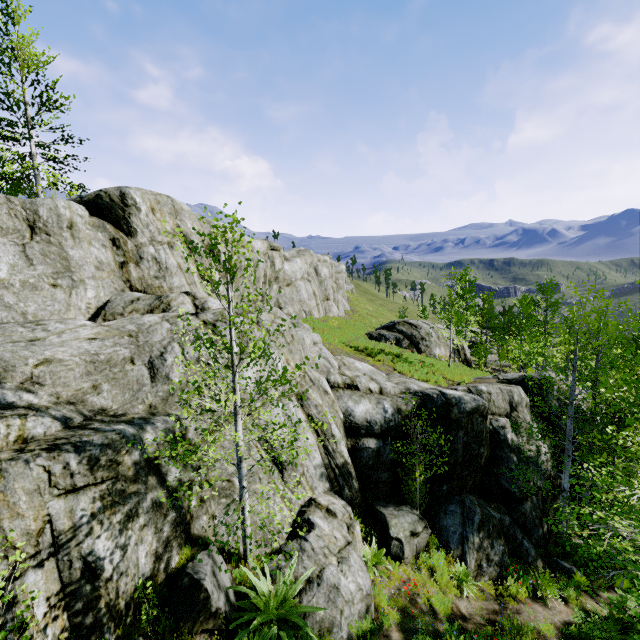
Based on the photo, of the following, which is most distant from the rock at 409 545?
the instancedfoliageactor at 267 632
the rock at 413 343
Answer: the rock at 413 343

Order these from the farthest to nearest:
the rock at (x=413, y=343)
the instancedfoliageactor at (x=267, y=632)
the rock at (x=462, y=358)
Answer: the rock at (x=462, y=358), the rock at (x=413, y=343), the instancedfoliageactor at (x=267, y=632)

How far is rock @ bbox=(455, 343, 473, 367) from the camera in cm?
2792

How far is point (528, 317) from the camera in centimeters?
3416cm

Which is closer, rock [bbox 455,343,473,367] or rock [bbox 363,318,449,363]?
rock [bbox 363,318,449,363]

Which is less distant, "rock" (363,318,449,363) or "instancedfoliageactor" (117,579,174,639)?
"instancedfoliageactor" (117,579,174,639)

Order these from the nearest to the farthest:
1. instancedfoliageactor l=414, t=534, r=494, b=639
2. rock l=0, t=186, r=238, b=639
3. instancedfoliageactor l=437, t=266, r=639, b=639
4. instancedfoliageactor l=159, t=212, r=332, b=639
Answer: rock l=0, t=186, r=238, b=639
instancedfoliageactor l=159, t=212, r=332, b=639
instancedfoliageactor l=437, t=266, r=639, b=639
instancedfoliageactor l=414, t=534, r=494, b=639
